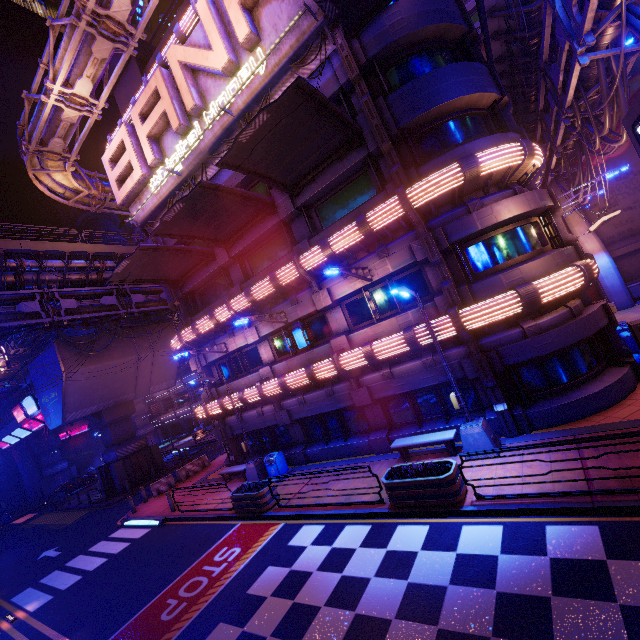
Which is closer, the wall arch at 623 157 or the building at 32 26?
the wall arch at 623 157

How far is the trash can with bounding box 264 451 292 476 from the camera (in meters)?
15.92

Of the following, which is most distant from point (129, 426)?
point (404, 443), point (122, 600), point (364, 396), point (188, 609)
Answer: point (404, 443)

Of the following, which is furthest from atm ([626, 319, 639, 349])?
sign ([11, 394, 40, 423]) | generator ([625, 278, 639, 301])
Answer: sign ([11, 394, 40, 423])

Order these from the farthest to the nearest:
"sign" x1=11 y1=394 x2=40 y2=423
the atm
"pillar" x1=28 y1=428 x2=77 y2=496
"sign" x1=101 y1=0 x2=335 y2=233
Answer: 1. "pillar" x1=28 y1=428 x2=77 y2=496
2. "sign" x1=11 y1=394 x2=40 y2=423
3. "sign" x1=101 y1=0 x2=335 y2=233
4. the atm

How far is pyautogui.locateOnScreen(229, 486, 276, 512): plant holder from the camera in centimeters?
1284cm

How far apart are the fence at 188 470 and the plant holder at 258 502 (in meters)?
11.48

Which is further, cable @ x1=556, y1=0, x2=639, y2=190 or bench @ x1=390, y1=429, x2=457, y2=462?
bench @ x1=390, y1=429, x2=457, y2=462
